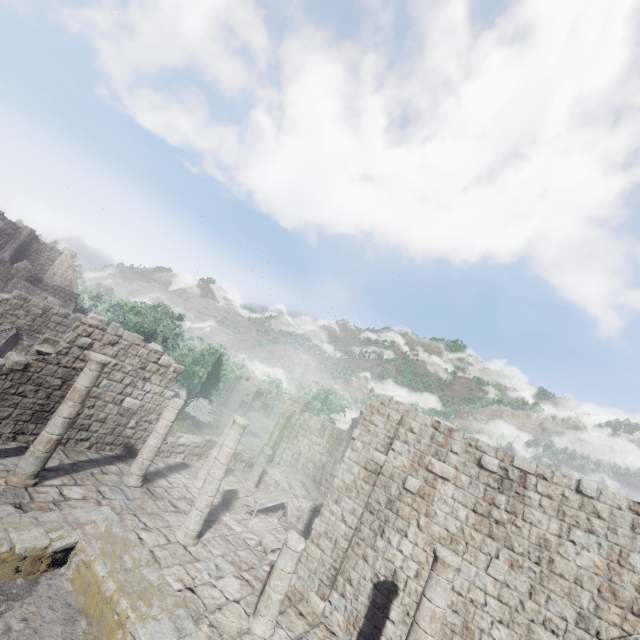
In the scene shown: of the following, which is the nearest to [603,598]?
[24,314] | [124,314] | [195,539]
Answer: [195,539]

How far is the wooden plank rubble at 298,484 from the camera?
18.7m

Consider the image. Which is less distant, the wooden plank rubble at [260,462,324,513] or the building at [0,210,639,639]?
the building at [0,210,639,639]

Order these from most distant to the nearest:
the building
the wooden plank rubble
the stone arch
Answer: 1. the stone arch
2. the wooden plank rubble
3. the building

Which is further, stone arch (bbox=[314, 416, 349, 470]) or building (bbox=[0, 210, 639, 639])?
stone arch (bbox=[314, 416, 349, 470])

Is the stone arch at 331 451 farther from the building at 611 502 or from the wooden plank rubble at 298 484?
the wooden plank rubble at 298 484

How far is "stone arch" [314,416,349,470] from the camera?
31.4m

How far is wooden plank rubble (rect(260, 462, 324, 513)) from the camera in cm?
1866
